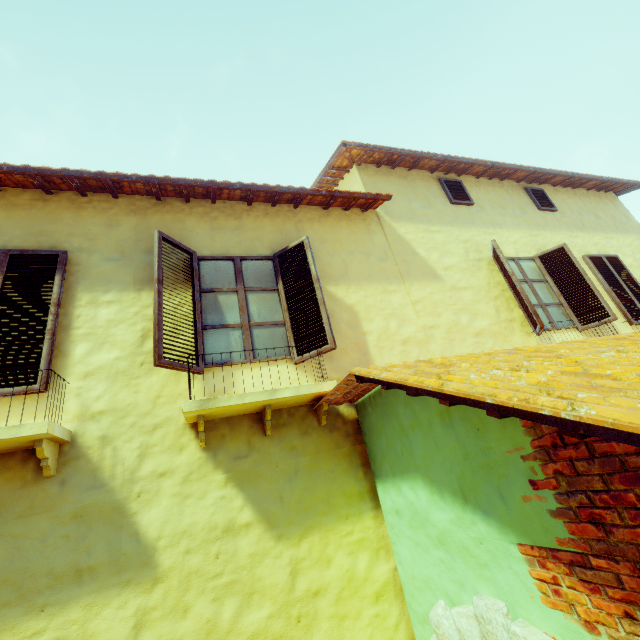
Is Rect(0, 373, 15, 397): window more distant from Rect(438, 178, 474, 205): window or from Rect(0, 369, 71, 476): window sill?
Rect(438, 178, 474, 205): window

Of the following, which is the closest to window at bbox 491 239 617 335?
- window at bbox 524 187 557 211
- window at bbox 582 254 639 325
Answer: window at bbox 582 254 639 325

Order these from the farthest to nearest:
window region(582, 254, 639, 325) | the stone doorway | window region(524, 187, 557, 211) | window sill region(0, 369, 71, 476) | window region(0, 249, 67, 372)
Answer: window region(524, 187, 557, 211), window region(582, 254, 639, 325), window region(0, 249, 67, 372), window sill region(0, 369, 71, 476), the stone doorway

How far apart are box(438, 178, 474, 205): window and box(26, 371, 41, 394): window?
6.4 meters

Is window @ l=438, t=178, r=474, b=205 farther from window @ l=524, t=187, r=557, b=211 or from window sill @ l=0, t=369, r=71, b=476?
window sill @ l=0, t=369, r=71, b=476

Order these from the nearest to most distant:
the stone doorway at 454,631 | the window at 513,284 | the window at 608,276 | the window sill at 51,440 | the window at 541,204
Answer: the stone doorway at 454,631
the window sill at 51,440
the window at 513,284
the window at 608,276
the window at 541,204

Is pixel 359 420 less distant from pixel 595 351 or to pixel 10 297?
pixel 595 351

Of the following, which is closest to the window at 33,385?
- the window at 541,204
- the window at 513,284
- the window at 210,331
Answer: the window at 210,331
